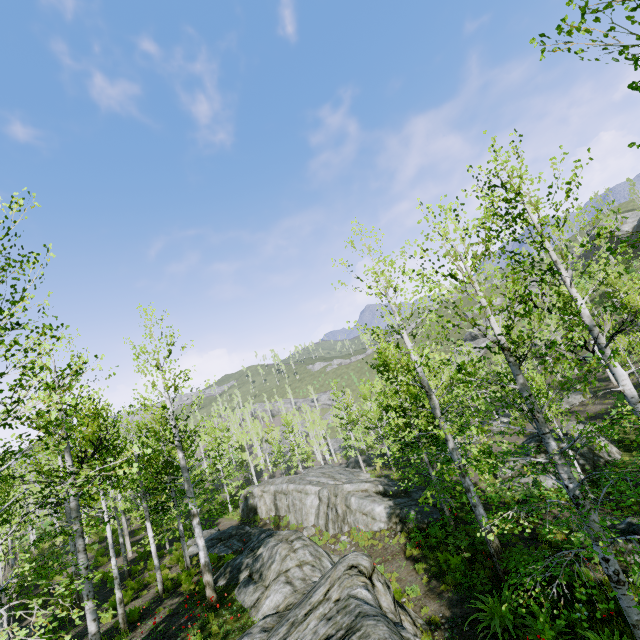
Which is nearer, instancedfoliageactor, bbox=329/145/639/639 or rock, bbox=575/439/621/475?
instancedfoliageactor, bbox=329/145/639/639

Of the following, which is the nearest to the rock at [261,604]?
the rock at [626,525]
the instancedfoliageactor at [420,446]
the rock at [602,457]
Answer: the instancedfoliageactor at [420,446]

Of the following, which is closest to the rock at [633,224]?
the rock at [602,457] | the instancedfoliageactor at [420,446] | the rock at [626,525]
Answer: the instancedfoliageactor at [420,446]

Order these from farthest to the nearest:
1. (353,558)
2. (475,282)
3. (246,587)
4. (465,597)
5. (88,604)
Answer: (246,587) → (465,597) → (88,604) → (353,558) → (475,282)

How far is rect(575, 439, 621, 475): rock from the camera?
17.11m

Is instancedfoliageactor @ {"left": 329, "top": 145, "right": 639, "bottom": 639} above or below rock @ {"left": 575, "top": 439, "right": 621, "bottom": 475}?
above

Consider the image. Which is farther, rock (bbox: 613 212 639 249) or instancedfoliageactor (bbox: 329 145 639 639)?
rock (bbox: 613 212 639 249)

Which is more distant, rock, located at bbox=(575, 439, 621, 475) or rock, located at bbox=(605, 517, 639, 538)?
rock, located at bbox=(575, 439, 621, 475)
